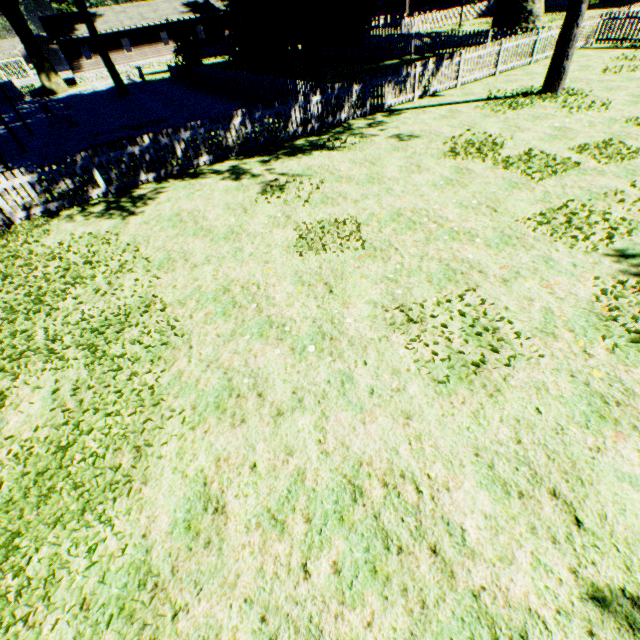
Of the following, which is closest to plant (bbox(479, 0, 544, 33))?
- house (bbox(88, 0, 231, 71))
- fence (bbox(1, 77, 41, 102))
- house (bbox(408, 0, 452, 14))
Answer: house (bbox(408, 0, 452, 14))

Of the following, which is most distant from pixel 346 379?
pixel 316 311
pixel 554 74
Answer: pixel 554 74

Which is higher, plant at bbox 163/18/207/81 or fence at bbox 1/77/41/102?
plant at bbox 163/18/207/81

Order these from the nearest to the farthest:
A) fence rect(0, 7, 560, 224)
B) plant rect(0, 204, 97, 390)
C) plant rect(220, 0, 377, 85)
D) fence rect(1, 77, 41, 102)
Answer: plant rect(0, 204, 97, 390)
fence rect(0, 7, 560, 224)
plant rect(220, 0, 377, 85)
fence rect(1, 77, 41, 102)

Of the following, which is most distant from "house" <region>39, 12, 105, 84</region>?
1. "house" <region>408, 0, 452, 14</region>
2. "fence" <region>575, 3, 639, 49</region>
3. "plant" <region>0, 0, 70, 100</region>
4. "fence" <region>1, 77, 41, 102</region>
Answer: "house" <region>408, 0, 452, 14</region>

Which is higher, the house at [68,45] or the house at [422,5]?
the house at [68,45]

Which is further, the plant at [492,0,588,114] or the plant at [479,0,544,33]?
the plant at [479,0,544,33]

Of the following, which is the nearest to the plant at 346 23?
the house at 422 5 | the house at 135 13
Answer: the house at 422 5
